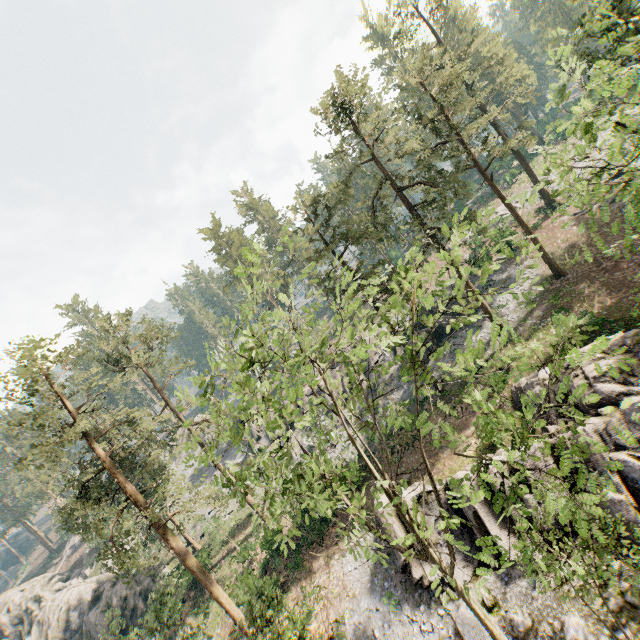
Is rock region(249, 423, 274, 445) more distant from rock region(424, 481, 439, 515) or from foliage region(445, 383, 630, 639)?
rock region(424, 481, 439, 515)

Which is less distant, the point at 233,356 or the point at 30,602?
the point at 233,356

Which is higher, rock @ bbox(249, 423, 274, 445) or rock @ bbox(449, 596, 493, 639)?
rock @ bbox(249, 423, 274, 445)

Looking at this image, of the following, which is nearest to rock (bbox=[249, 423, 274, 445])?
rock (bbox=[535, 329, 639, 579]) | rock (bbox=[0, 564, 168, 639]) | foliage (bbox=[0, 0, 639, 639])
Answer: foliage (bbox=[0, 0, 639, 639])

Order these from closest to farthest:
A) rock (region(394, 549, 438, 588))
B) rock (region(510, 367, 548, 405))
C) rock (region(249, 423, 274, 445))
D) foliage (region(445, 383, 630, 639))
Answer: foliage (region(445, 383, 630, 639)) → rock (region(394, 549, 438, 588)) → rock (region(510, 367, 548, 405)) → rock (region(249, 423, 274, 445))

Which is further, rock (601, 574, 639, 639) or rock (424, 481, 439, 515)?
rock (424, 481, 439, 515)

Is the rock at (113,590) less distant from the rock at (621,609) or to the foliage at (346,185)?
the foliage at (346,185)

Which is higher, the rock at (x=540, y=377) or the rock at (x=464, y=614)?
the rock at (x=540, y=377)
